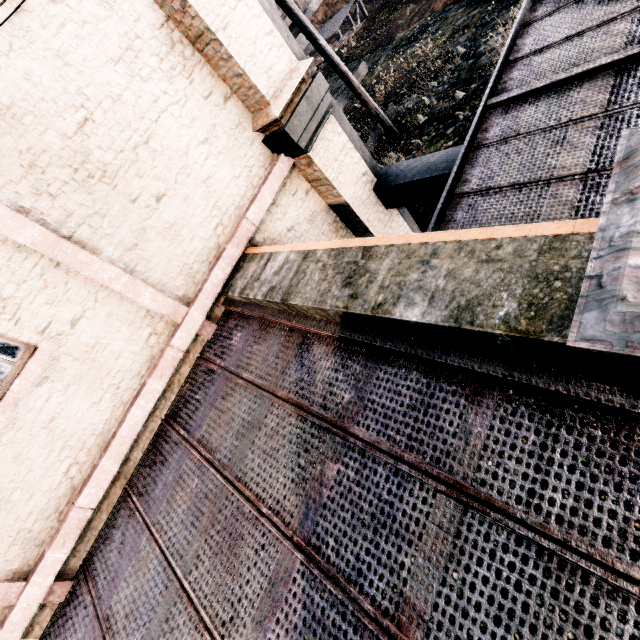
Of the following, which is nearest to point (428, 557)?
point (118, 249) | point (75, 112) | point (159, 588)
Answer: point (159, 588)

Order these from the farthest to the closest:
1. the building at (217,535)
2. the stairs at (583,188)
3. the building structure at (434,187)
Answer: the building structure at (434,187)
the stairs at (583,188)
the building at (217,535)

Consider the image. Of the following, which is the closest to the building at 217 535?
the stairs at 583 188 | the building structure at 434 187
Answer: the building structure at 434 187

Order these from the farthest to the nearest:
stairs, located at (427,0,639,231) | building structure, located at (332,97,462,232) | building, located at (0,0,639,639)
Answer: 1. building structure, located at (332,97,462,232)
2. stairs, located at (427,0,639,231)
3. building, located at (0,0,639,639)

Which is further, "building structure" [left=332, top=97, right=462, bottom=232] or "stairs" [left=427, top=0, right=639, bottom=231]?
"building structure" [left=332, top=97, right=462, bottom=232]

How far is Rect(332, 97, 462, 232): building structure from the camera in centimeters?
645cm

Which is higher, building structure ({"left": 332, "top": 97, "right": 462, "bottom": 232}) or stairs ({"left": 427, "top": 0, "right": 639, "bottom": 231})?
stairs ({"left": 427, "top": 0, "right": 639, "bottom": 231})

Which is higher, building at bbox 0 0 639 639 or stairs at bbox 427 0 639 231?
building at bbox 0 0 639 639
